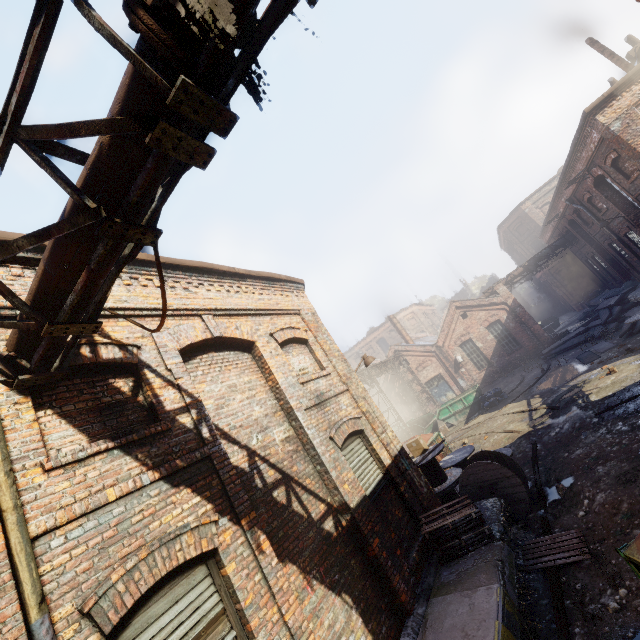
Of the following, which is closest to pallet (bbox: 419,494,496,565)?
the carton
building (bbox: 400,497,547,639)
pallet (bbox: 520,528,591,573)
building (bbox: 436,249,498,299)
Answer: building (bbox: 400,497,547,639)

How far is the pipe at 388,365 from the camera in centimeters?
2262cm

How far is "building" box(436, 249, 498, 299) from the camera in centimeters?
5631cm

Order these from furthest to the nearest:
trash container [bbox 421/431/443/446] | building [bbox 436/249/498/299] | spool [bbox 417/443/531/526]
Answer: building [bbox 436/249/498/299], trash container [bbox 421/431/443/446], spool [bbox 417/443/531/526]

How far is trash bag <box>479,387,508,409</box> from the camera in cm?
1964

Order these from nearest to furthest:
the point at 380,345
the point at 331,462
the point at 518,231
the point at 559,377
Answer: the point at 331,462 → the point at 559,377 → the point at 518,231 → the point at 380,345

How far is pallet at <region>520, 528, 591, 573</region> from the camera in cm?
586

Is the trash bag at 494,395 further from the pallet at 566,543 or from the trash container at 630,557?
the trash container at 630,557
